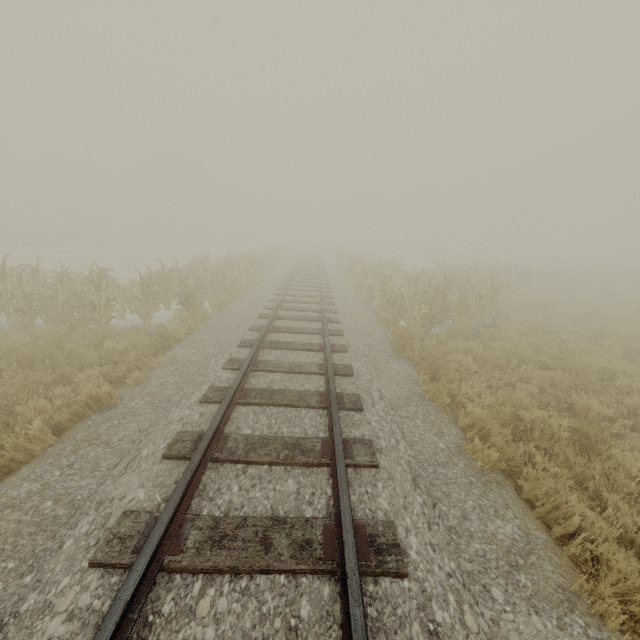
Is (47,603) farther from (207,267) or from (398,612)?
(207,267)
